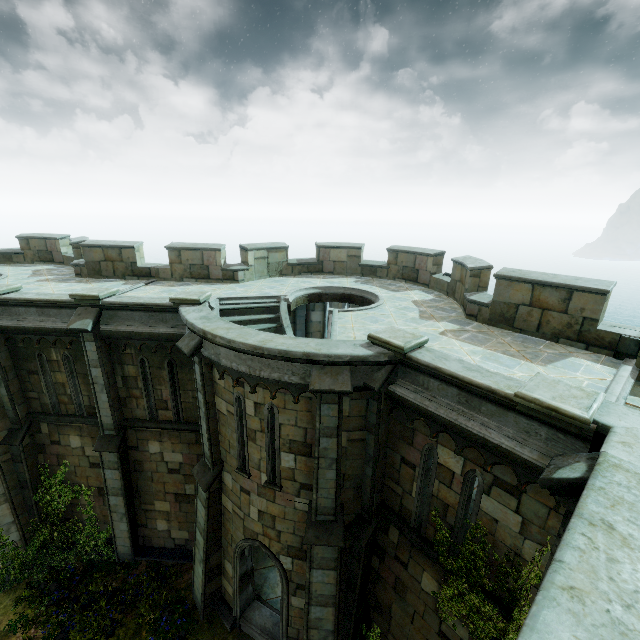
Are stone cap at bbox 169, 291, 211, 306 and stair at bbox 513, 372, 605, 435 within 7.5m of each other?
no

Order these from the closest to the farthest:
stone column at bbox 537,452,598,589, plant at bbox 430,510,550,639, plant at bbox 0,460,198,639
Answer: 1. stone column at bbox 537,452,598,589
2. plant at bbox 430,510,550,639
3. plant at bbox 0,460,198,639

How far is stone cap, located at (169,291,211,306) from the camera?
9.7m

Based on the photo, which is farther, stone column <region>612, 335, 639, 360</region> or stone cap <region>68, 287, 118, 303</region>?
stone cap <region>68, 287, 118, 303</region>

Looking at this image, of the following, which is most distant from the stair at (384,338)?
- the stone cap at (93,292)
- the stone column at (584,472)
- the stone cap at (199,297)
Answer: the stone cap at (93,292)

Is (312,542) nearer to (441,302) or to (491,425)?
(491,425)

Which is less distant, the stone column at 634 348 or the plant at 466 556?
the plant at 466 556

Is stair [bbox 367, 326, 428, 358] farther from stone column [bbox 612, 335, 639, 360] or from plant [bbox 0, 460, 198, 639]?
plant [bbox 0, 460, 198, 639]
